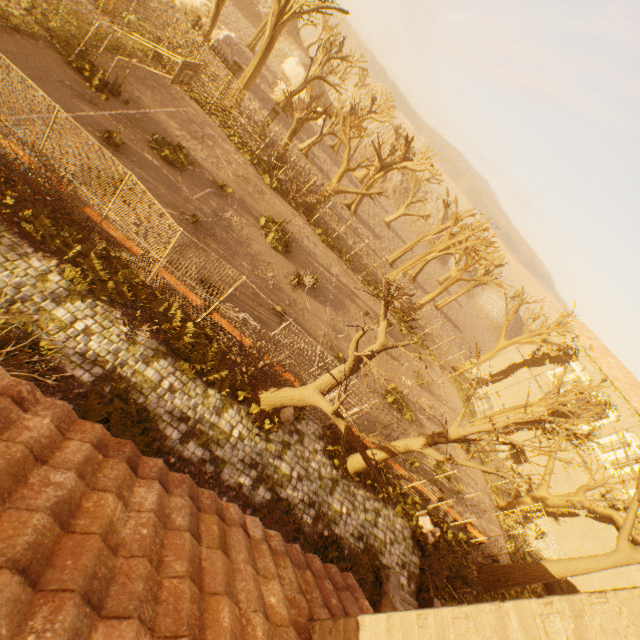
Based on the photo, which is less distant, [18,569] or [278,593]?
[18,569]

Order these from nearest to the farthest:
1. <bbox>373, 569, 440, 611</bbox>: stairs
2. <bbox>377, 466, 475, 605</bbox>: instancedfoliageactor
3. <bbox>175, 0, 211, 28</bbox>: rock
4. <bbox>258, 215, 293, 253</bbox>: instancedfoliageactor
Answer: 1. <bbox>373, 569, 440, 611</bbox>: stairs
2. <bbox>377, 466, 475, 605</bbox>: instancedfoliageactor
3. <bbox>258, 215, 293, 253</bbox>: instancedfoliageactor
4. <bbox>175, 0, 211, 28</bbox>: rock

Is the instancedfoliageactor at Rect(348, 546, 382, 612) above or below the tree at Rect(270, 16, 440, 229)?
below

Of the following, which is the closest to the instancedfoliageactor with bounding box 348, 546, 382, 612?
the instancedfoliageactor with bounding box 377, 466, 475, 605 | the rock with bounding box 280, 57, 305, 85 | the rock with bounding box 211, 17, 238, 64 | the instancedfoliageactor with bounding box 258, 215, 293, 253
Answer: the instancedfoliageactor with bounding box 377, 466, 475, 605

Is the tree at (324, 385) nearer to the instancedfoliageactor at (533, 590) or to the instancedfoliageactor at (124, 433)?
the instancedfoliageactor at (533, 590)

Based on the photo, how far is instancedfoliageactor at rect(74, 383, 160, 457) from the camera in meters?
7.5 m

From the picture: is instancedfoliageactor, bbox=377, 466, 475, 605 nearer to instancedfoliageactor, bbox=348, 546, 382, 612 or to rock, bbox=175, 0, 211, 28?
instancedfoliageactor, bbox=348, 546, 382, 612

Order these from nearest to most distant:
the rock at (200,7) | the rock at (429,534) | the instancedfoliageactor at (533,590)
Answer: the rock at (429,534) → the instancedfoliageactor at (533,590) → the rock at (200,7)
